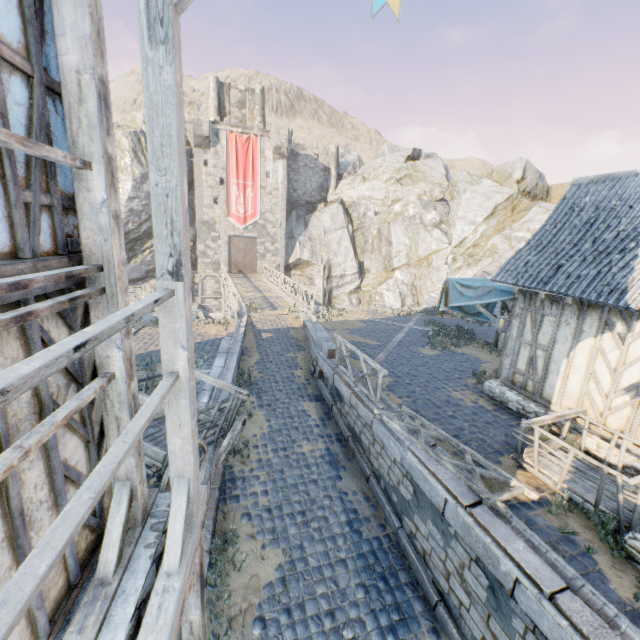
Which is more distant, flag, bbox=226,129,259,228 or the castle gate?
the castle gate

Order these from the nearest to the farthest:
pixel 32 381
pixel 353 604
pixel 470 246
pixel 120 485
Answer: pixel 32 381 → pixel 120 485 → pixel 353 604 → pixel 470 246

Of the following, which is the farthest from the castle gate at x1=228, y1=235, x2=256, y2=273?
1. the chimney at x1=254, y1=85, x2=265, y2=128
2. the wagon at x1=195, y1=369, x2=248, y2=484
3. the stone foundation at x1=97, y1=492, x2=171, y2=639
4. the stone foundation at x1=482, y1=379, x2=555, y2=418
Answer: the stone foundation at x1=97, y1=492, x2=171, y2=639

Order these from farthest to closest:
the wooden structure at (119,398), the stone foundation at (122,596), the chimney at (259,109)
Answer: the chimney at (259,109) → the stone foundation at (122,596) → the wooden structure at (119,398)

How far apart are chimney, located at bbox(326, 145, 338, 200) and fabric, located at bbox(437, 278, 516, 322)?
28.1m

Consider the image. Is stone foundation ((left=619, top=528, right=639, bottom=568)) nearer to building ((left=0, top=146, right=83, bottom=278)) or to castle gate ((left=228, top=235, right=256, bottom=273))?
building ((left=0, top=146, right=83, bottom=278))

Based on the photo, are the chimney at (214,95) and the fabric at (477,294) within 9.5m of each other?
Result: no

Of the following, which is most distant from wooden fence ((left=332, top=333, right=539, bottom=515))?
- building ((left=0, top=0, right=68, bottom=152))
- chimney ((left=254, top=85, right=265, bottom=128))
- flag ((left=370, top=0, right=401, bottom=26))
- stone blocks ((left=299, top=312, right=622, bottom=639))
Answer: chimney ((left=254, top=85, right=265, bottom=128))
